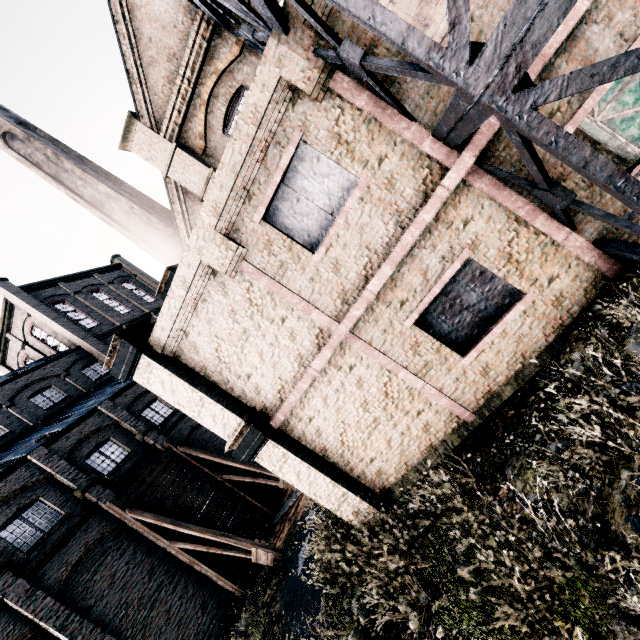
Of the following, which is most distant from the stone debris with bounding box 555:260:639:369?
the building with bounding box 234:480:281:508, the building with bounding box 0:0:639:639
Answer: the building with bounding box 234:480:281:508

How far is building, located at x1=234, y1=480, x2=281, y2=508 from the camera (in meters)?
22.72

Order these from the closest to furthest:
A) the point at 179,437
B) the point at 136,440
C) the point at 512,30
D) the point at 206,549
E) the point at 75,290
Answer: the point at 512,30 < the point at 206,549 < the point at 136,440 < the point at 179,437 < the point at 75,290

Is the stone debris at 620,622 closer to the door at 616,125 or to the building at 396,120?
the building at 396,120

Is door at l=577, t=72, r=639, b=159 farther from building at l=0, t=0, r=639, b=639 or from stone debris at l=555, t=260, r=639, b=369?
stone debris at l=555, t=260, r=639, b=369

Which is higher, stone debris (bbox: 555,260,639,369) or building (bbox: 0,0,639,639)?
building (bbox: 0,0,639,639)

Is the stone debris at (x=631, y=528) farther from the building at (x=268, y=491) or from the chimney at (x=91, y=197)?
the building at (x=268, y=491)
